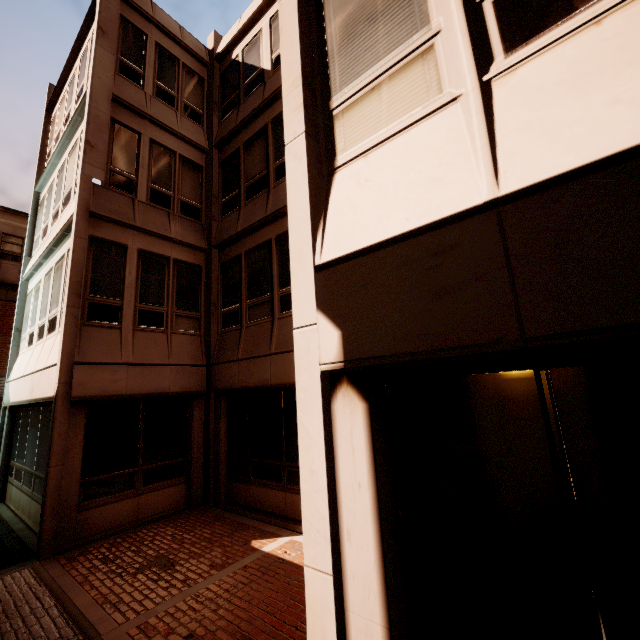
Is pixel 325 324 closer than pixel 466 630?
No
